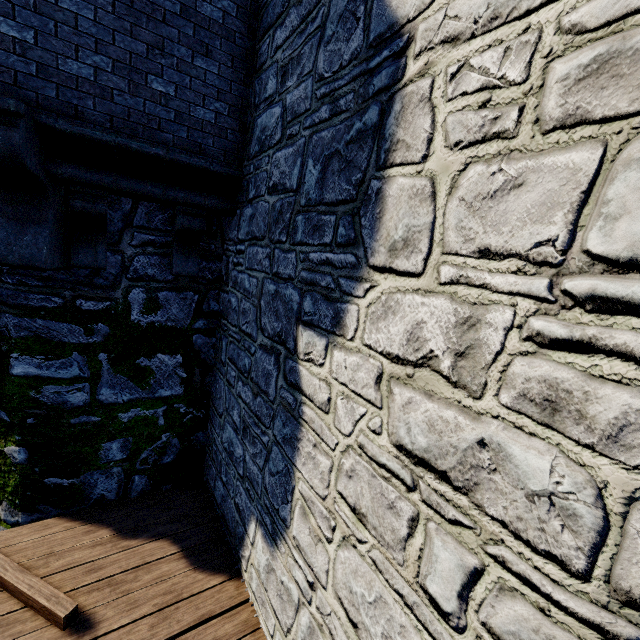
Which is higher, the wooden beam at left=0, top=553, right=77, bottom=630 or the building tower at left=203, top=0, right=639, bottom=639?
the building tower at left=203, top=0, right=639, bottom=639

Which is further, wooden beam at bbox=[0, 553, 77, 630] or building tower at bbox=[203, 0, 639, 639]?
wooden beam at bbox=[0, 553, 77, 630]

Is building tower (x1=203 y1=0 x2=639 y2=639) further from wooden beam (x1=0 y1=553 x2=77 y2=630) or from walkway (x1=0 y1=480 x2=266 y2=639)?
wooden beam (x1=0 y1=553 x2=77 y2=630)

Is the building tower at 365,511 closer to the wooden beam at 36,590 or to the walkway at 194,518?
the walkway at 194,518

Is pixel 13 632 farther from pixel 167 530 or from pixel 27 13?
pixel 27 13

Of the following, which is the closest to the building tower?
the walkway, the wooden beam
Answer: the walkway

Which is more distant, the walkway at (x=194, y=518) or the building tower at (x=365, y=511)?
the walkway at (x=194, y=518)

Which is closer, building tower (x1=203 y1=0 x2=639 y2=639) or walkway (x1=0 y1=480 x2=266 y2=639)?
building tower (x1=203 y1=0 x2=639 y2=639)
